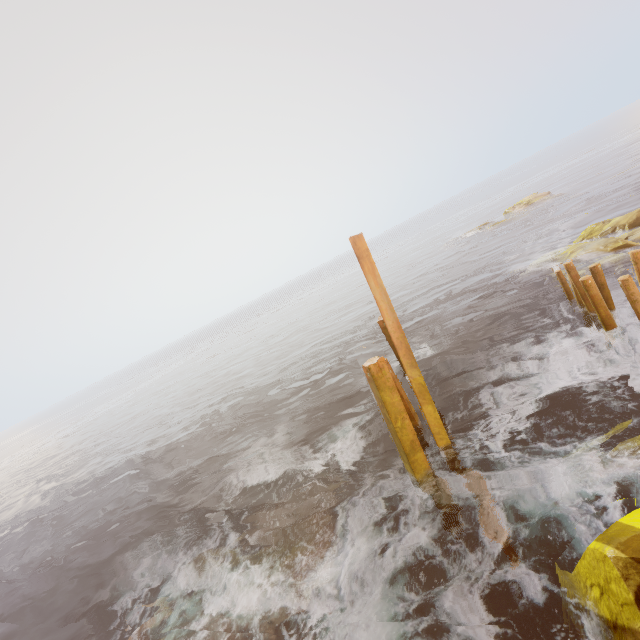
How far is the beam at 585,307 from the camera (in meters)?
8.12

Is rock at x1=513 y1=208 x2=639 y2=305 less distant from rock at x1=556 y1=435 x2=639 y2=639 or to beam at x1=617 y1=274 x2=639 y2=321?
rock at x1=556 y1=435 x2=639 y2=639

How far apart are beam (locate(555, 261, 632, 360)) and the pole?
5.9 meters

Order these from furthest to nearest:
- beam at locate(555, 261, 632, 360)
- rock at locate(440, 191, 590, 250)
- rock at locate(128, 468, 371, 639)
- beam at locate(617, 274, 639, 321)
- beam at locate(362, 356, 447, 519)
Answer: rock at locate(440, 191, 590, 250), beam at locate(555, 261, 632, 360), beam at locate(617, 274, 639, 321), beam at locate(362, 356, 447, 519), rock at locate(128, 468, 371, 639)

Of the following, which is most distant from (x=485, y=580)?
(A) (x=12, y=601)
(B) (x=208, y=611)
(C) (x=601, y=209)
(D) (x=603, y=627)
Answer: (C) (x=601, y=209)

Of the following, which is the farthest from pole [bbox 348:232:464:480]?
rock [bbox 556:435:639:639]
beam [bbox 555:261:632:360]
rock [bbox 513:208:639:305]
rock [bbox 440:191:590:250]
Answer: rock [bbox 440:191:590:250]

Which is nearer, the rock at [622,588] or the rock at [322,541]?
the rock at [622,588]

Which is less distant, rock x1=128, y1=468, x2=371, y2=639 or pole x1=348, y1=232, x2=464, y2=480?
rock x1=128, y1=468, x2=371, y2=639
